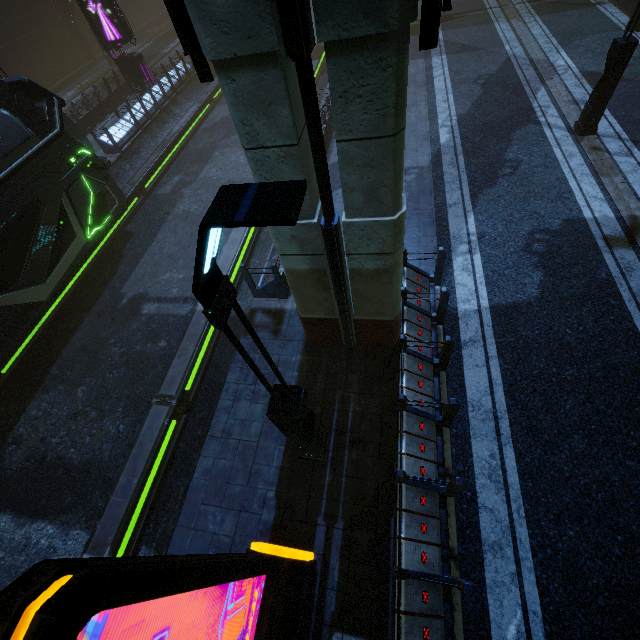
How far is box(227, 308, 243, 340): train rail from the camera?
9.30m

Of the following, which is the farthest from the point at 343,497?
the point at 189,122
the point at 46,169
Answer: the point at 189,122

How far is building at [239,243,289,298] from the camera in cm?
811

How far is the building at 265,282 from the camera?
8.11m

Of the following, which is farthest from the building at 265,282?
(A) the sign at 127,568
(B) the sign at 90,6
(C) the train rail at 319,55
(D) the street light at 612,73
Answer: (D) the street light at 612,73

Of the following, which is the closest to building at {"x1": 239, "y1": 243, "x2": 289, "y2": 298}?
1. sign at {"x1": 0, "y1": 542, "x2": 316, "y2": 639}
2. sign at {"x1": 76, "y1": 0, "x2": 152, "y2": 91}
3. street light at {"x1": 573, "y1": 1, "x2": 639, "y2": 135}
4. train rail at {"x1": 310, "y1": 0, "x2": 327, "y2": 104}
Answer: train rail at {"x1": 310, "y1": 0, "x2": 327, "y2": 104}

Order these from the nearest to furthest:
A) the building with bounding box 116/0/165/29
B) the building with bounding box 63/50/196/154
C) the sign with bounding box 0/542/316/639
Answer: the sign with bounding box 0/542/316/639, the building with bounding box 63/50/196/154, the building with bounding box 116/0/165/29

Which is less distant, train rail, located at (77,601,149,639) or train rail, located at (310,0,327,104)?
train rail, located at (77,601,149,639)
